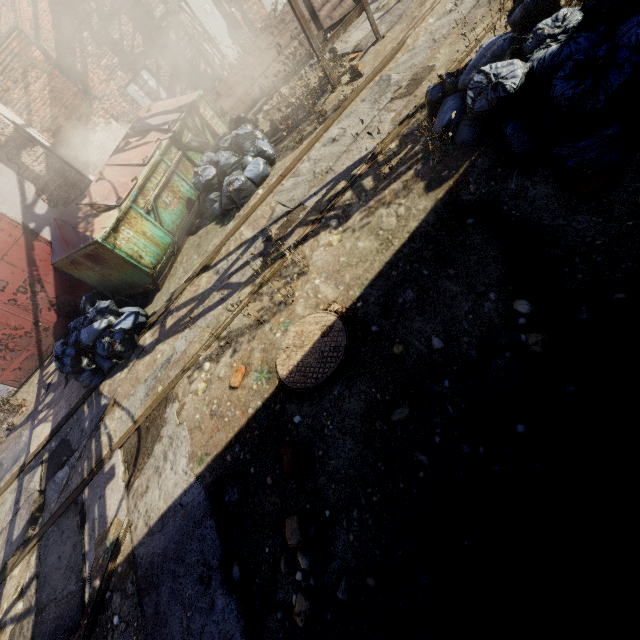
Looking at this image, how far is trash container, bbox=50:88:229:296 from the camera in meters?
5.6

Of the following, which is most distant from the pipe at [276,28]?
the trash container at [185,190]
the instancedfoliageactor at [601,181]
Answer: the instancedfoliageactor at [601,181]

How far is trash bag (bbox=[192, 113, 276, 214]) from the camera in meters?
6.0

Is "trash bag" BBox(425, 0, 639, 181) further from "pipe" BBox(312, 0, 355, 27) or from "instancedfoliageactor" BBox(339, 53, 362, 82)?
"pipe" BBox(312, 0, 355, 27)

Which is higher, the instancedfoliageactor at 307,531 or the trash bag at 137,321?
the trash bag at 137,321

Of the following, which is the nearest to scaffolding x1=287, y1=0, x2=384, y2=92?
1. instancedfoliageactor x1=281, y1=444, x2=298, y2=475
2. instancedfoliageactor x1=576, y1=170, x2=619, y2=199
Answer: instancedfoliageactor x1=576, y1=170, x2=619, y2=199

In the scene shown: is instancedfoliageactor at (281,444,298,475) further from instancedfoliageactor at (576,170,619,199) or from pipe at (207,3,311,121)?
pipe at (207,3,311,121)

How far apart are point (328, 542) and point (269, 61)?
11.11m
